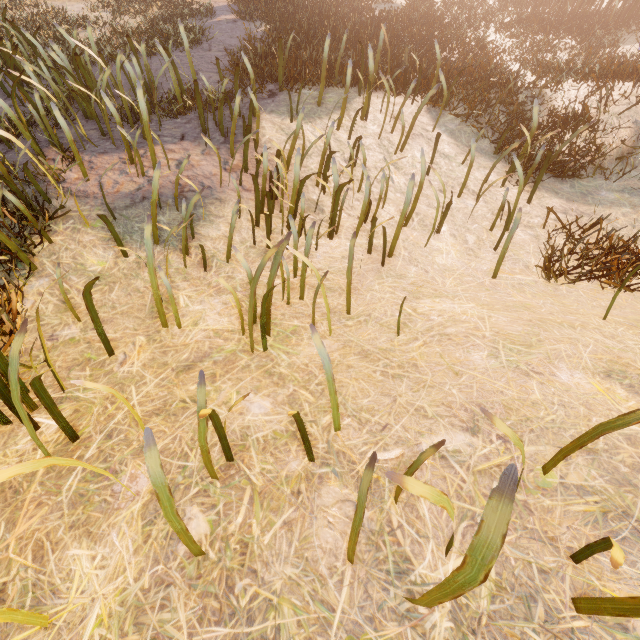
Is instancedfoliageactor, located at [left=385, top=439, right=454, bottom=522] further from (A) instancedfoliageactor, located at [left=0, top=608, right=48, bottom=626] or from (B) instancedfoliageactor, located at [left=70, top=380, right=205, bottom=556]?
(A) instancedfoliageactor, located at [left=0, top=608, right=48, bottom=626]

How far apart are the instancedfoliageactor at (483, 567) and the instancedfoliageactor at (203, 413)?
0.8 meters

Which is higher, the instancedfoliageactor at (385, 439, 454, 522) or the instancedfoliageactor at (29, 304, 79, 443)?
the instancedfoliageactor at (385, 439, 454, 522)

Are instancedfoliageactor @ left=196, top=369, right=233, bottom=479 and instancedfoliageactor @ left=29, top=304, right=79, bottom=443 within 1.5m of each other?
yes

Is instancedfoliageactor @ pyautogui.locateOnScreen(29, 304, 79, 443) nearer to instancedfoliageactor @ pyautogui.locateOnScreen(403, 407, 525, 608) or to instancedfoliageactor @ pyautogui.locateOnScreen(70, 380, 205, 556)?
instancedfoliageactor @ pyautogui.locateOnScreen(70, 380, 205, 556)

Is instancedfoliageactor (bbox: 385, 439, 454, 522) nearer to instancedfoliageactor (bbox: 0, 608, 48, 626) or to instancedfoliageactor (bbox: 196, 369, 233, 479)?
instancedfoliageactor (bbox: 196, 369, 233, 479)

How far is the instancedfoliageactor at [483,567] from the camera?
0.9m

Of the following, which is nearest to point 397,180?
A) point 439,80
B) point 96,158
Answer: point 439,80
